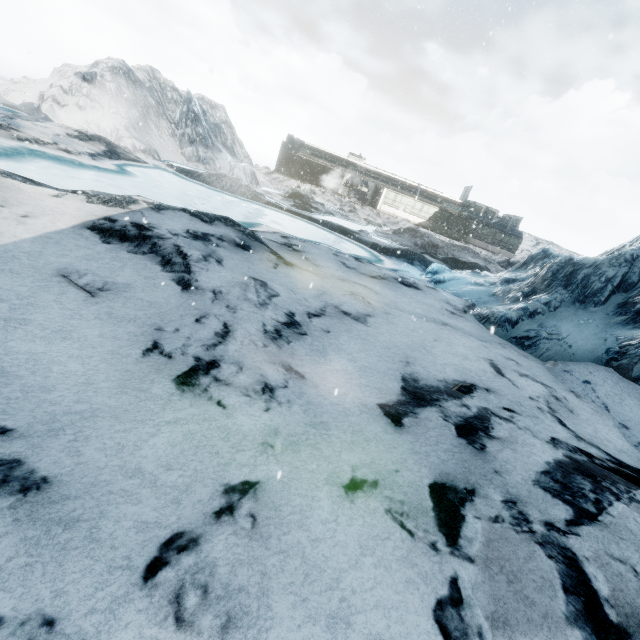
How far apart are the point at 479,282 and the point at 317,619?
14.8 meters
